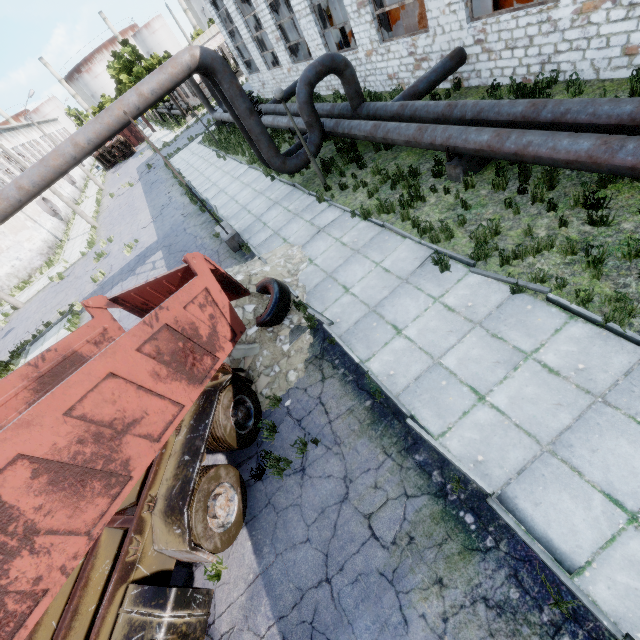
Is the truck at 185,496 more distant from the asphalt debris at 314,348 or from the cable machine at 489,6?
the cable machine at 489,6

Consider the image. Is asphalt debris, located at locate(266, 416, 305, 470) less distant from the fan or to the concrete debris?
the concrete debris

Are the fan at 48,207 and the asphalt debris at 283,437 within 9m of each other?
no

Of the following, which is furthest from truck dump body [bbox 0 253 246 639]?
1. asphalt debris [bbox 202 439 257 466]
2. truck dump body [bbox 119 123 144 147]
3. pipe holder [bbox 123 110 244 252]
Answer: truck dump body [bbox 119 123 144 147]

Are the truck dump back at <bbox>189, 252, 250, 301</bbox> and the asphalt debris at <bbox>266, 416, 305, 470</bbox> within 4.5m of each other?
yes

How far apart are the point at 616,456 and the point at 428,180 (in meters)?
7.76

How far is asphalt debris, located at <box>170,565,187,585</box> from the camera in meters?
5.4

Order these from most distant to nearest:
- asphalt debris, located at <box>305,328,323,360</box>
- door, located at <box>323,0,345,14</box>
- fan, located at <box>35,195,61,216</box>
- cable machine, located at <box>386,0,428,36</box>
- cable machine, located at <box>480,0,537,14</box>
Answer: fan, located at <box>35,195,61,216</box> → door, located at <box>323,0,345,14</box> → cable machine, located at <box>386,0,428,36</box> → cable machine, located at <box>480,0,537,14</box> → asphalt debris, located at <box>305,328,323,360</box>
